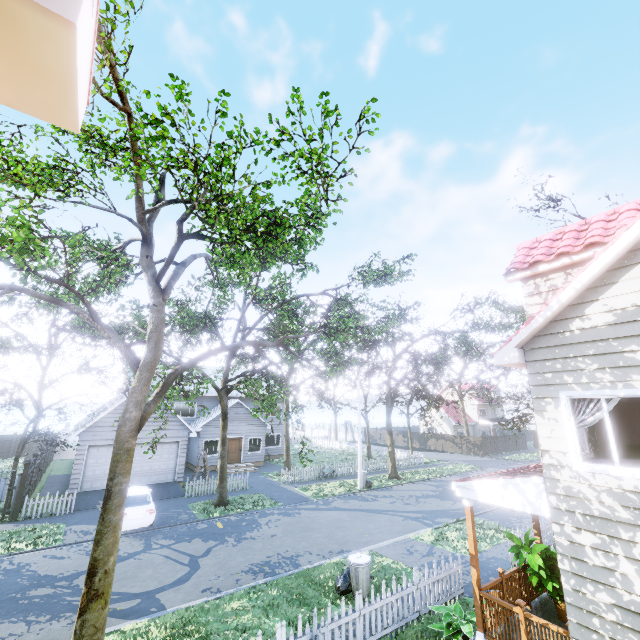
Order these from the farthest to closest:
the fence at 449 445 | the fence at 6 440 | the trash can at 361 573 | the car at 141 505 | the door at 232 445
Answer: the fence at 449 445
the fence at 6 440
the door at 232 445
the car at 141 505
the trash can at 361 573

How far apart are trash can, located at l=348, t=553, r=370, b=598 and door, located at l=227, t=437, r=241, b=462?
20.36m

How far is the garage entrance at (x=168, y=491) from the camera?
18.9 meters

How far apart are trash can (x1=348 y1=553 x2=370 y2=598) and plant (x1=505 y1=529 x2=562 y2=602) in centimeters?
375cm

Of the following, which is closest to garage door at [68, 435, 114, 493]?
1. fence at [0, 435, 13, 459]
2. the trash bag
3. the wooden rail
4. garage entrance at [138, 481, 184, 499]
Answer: garage entrance at [138, 481, 184, 499]

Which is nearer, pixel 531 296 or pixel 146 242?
pixel 531 296

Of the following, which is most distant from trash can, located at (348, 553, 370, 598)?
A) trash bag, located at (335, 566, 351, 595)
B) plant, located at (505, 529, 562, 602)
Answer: plant, located at (505, 529, 562, 602)

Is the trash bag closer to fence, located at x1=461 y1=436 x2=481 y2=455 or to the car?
fence, located at x1=461 y1=436 x2=481 y2=455
